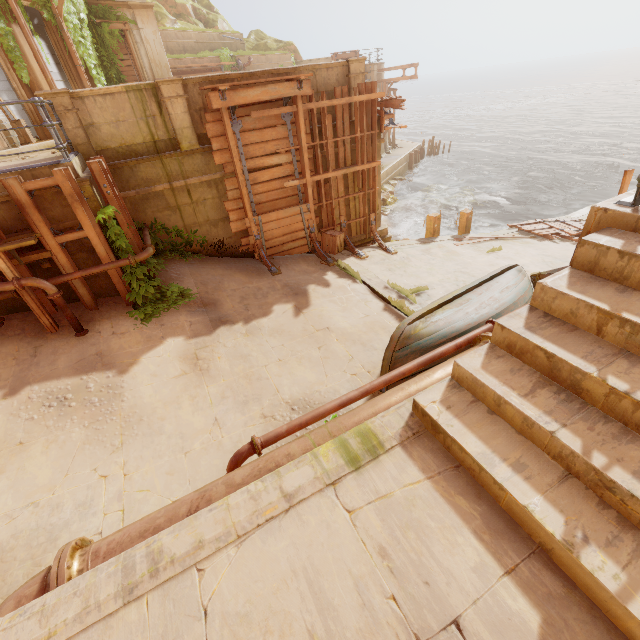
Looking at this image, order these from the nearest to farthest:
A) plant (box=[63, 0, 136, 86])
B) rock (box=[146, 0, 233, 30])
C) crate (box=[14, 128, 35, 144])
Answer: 1. crate (box=[14, 128, 35, 144])
2. plant (box=[63, 0, 136, 86])
3. rock (box=[146, 0, 233, 30])

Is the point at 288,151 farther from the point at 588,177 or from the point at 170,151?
the point at 588,177

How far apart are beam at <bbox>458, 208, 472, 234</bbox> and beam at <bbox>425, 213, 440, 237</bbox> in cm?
134

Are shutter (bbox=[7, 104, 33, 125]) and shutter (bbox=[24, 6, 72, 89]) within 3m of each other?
yes

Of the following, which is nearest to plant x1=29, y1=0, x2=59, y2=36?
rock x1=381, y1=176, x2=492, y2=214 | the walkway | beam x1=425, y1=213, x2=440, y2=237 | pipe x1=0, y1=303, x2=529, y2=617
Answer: pipe x1=0, y1=303, x2=529, y2=617

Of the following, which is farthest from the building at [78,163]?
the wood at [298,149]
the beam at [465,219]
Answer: the beam at [465,219]

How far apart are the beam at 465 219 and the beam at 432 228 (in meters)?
1.34

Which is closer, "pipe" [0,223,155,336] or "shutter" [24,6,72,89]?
"pipe" [0,223,155,336]
